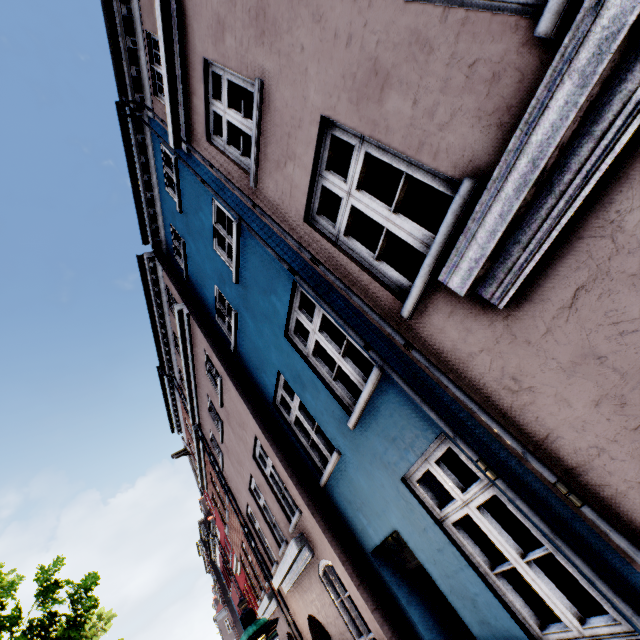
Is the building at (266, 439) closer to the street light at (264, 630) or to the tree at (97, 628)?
the street light at (264, 630)

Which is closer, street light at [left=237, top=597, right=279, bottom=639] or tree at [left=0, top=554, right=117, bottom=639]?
street light at [left=237, top=597, right=279, bottom=639]

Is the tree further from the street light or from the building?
the building

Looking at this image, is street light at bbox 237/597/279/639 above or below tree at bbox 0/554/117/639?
below

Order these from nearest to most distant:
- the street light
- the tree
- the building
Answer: the building → the street light → the tree

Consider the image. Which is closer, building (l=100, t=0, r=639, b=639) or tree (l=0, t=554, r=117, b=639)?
building (l=100, t=0, r=639, b=639)

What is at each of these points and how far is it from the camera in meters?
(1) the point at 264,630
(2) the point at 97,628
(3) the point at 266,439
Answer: (1) street light, 3.1 m
(2) tree, 17.4 m
(3) building, 6.4 m

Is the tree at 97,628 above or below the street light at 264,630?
above
